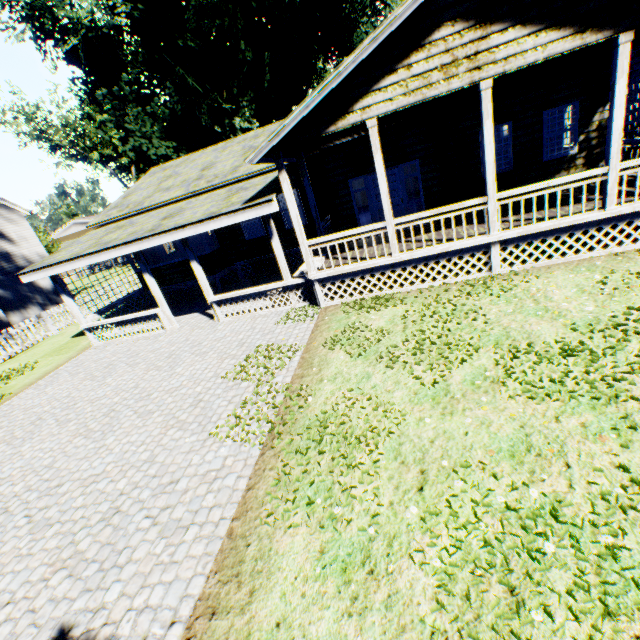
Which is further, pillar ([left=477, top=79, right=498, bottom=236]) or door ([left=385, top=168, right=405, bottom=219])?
door ([left=385, top=168, right=405, bottom=219])

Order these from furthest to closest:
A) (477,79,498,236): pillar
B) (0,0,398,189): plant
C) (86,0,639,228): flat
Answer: (0,0,398,189): plant → (477,79,498,236): pillar → (86,0,639,228): flat

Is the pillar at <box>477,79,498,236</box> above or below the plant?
below

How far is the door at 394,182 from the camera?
11.5 meters

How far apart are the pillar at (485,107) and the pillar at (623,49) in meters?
2.2 m

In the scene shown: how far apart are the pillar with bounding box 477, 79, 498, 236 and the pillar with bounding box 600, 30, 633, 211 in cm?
222

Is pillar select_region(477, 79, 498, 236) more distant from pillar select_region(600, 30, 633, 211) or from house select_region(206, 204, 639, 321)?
pillar select_region(600, 30, 633, 211)

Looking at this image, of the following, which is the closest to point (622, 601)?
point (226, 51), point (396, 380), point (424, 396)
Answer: point (424, 396)
